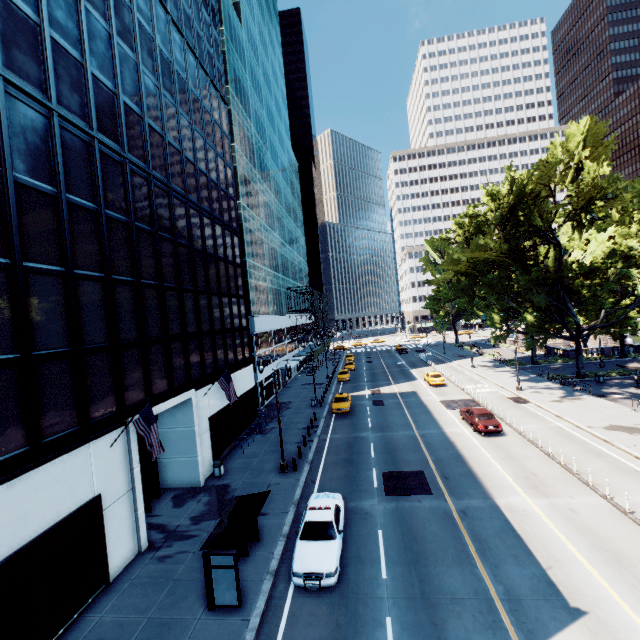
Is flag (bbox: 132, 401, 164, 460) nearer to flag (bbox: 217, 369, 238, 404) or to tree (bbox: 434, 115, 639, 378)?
flag (bbox: 217, 369, 238, 404)

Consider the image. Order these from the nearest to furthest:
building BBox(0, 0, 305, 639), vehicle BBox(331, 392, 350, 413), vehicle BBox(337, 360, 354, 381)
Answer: building BBox(0, 0, 305, 639) < vehicle BBox(331, 392, 350, 413) < vehicle BBox(337, 360, 354, 381)

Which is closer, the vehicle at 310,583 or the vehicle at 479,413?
the vehicle at 310,583

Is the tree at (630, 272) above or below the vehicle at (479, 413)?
above

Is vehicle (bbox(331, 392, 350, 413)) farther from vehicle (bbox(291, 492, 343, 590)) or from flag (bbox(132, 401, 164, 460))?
flag (bbox(132, 401, 164, 460))

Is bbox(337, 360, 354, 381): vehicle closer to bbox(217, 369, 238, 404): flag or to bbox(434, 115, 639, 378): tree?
bbox(434, 115, 639, 378): tree

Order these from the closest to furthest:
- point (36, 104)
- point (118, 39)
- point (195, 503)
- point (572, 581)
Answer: point (572, 581) < point (36, 104) < point (118, 39) < point (195, 503)

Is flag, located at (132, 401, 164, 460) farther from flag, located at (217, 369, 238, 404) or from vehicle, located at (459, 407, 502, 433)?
vehicle, located at (459, 407, 502, 433)
